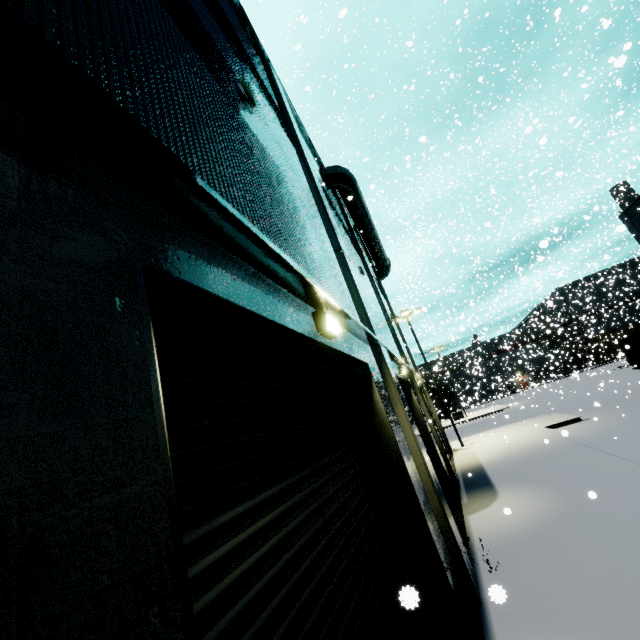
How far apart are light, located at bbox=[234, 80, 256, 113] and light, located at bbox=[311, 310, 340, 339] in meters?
3.7

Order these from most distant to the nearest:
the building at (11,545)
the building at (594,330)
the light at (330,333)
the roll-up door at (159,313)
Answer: the building at (594,330)
the light at (330,333)
the roll-up door at (159,313)
the building at (11,545)

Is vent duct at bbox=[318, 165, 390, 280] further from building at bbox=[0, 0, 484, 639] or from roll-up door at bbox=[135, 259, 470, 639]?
roll-up door at bbox=[135, 259, 470, 639]

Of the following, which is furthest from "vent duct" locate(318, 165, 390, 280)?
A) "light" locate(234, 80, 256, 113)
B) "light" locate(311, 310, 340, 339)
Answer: "light" locate(311, 310, 340, 339)

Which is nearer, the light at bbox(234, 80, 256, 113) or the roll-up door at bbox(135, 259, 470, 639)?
the roll-up door at bbox(135, 259, 470, 639)

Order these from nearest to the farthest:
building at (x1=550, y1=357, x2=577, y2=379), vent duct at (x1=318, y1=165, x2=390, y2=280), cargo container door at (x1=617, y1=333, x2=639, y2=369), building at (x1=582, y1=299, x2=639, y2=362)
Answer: vent duct at (x1=318, y1=165, x2=390, y2=280)
cargo container door at (x1=617, y1=333, x2=639, y2=369)
building at (x1=550, y1=357, x2=577, y2=379)
building at (x1=582, y1=299, x2=639, y2=362)

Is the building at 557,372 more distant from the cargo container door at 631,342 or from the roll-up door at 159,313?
the cargo container door at 631,342

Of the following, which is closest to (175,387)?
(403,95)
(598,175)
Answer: (598,175)
